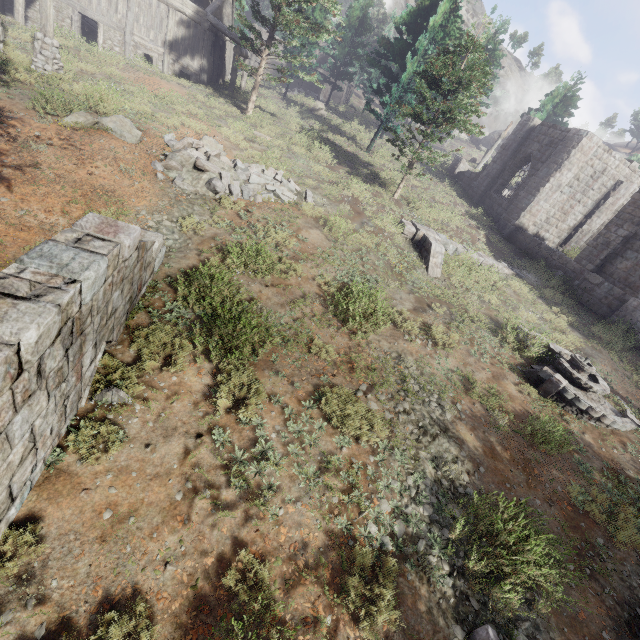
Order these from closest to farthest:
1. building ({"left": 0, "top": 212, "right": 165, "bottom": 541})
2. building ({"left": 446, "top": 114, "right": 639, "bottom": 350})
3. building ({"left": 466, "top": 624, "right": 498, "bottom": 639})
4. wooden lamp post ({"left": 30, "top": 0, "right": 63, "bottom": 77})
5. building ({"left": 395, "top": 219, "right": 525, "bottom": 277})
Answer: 1. building ({"left": 0, "top": 212, "right": 165, "bottom": 541})
2. building ({"left": 466, "top": 624, "right": 498, "bottom": 639})
3. wooden lamp post ({"left": 30, "top": 0, "right": 63, "bottom": 77})
4. building ({"left": 395, "top": 219, "right": 525, "bottom": 277})
5. building ({"left": 446, "top": 114, "right": 639, "bottom": 350})

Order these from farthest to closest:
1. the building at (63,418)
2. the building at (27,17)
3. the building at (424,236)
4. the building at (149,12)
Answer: the building at (149,12), the building at (27,17), the building at (424,236), the building at (63,418)

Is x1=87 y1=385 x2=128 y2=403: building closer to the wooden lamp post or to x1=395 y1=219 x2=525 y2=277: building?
the wooden lamp post

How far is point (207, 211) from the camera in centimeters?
1061cm

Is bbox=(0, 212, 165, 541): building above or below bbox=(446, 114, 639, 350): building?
below

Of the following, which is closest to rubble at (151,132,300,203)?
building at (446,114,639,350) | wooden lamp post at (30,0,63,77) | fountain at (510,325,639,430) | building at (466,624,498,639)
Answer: wooden lamp post at (30,0,63,77)

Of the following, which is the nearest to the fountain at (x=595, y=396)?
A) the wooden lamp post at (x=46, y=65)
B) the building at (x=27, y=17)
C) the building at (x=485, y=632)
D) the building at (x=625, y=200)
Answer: the building at (x=625, y=200)
